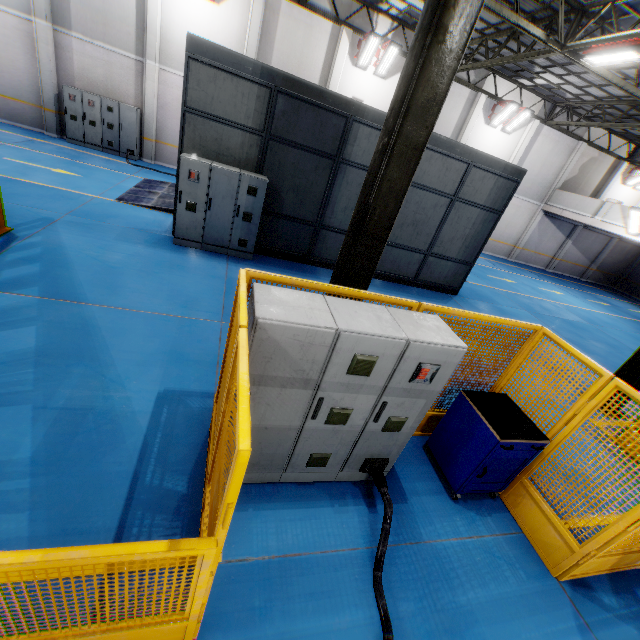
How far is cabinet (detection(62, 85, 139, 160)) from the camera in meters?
13.8 m

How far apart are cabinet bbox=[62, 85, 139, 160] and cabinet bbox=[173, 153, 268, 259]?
9.51m

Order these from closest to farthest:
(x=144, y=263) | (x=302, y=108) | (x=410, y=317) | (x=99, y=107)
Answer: (x=410, y=317), (x=144, y=263), (x=302, y=108), (x=99, y=107)

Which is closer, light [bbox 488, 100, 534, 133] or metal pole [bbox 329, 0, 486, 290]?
metal pole [bbox 329, 0, 486, 290]

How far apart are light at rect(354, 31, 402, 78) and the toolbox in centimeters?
1668cm

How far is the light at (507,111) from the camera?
17.12m

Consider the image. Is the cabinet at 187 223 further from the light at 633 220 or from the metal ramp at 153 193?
the light at 633 220

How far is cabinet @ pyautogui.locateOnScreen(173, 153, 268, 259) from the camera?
7.78m
